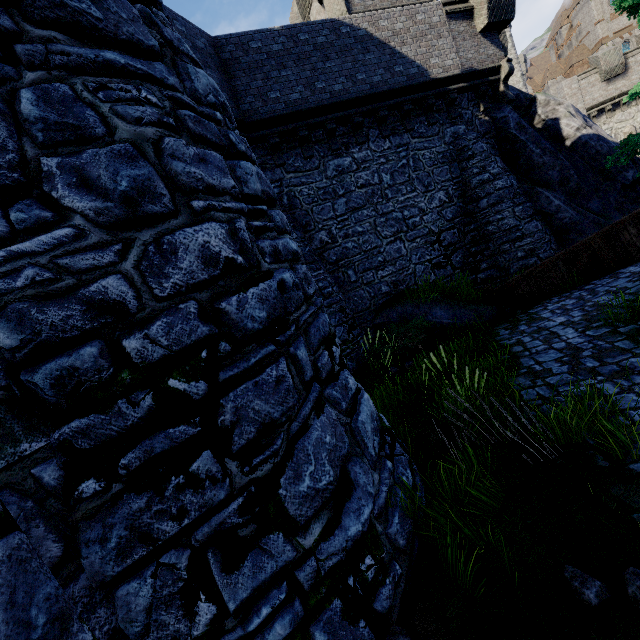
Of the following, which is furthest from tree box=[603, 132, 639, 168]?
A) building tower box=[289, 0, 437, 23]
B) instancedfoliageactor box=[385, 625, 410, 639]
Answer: instancedfoliageactor box=[385, 625, 410, 639]

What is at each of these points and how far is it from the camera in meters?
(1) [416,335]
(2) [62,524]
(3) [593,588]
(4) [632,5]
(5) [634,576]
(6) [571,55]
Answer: (1) bush, 9.3 m
(2) building, 1.8 m
(3) instancedfoliageactor, 2.2 m
(4) tree, 9.6 m
(5) instancedfoliageactor, 2.1 m
(6) building, 59.6 m

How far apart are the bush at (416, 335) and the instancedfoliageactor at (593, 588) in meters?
6.3

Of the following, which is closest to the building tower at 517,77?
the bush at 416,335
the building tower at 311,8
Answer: the building tower at 311,8

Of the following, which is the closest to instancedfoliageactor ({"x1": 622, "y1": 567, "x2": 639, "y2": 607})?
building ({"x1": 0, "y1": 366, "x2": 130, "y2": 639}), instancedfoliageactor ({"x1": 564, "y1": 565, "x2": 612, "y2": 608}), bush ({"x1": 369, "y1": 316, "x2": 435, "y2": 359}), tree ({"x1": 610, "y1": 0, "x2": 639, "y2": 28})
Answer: instancedfoliageactor ({"x1": 564, "y1": 565, "x2": 612, "y2": 608})

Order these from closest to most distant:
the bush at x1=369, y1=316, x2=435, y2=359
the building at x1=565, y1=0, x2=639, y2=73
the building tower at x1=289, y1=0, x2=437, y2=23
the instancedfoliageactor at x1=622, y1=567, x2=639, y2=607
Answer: the instancedfoliageactor at x1=622, y1=567, x2=639, y2=607
the bush at x1=369, y1=316, x2=435, y2=359
the building tower at x1=289, y1=0, x2=437, y2=23
the building at x1=565, y1=0, x2=639, y2=73

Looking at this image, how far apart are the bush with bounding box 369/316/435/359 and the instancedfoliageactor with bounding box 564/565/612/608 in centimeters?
630cm

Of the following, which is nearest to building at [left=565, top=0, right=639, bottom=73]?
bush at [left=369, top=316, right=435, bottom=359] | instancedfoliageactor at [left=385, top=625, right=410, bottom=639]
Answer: bush at [left=369, top=316, right=435, bottom=359]
